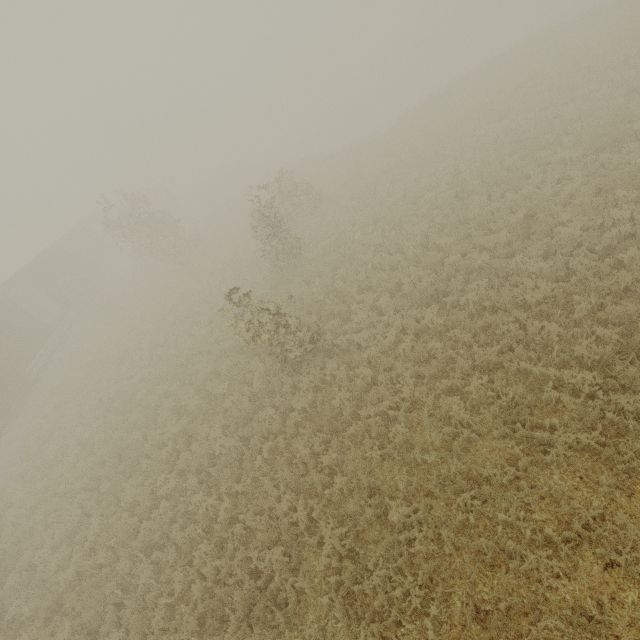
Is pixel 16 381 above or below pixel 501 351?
above
